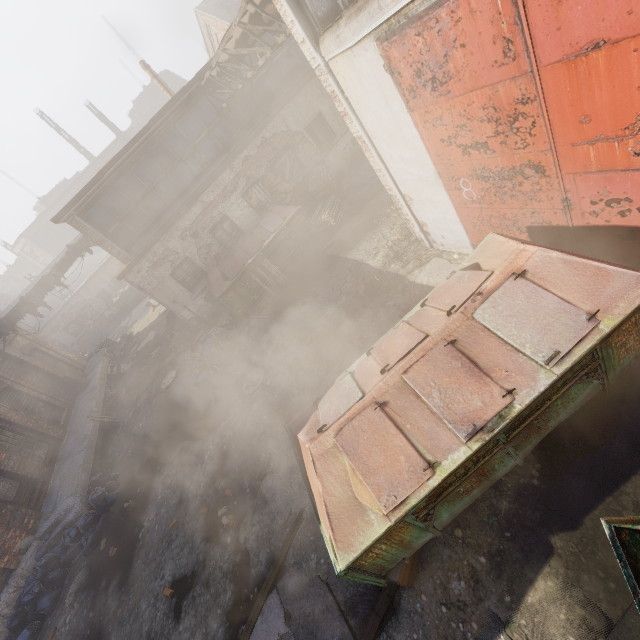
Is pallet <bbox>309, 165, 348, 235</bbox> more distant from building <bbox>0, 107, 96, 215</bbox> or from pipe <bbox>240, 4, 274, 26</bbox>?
building <bbox>0, 107, 96, 215</bbox>

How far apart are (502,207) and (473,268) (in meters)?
1.36

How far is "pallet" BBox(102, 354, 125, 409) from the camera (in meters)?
15.63

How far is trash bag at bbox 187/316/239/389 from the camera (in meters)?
10.77

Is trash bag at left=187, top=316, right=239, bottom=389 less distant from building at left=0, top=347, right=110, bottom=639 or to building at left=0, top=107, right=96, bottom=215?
building at left=0, top=347, right=110, bottom=639

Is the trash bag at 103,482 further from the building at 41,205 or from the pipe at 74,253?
the building at 41,205

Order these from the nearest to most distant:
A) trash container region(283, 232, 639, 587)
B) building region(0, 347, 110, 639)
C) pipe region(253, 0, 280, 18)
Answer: trash container region(283, 232, 639, 587), pipe region(253, 0, 280, 18), building region(0, 347, 110, 639)

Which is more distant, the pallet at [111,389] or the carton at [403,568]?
the pallet at [111,389]
